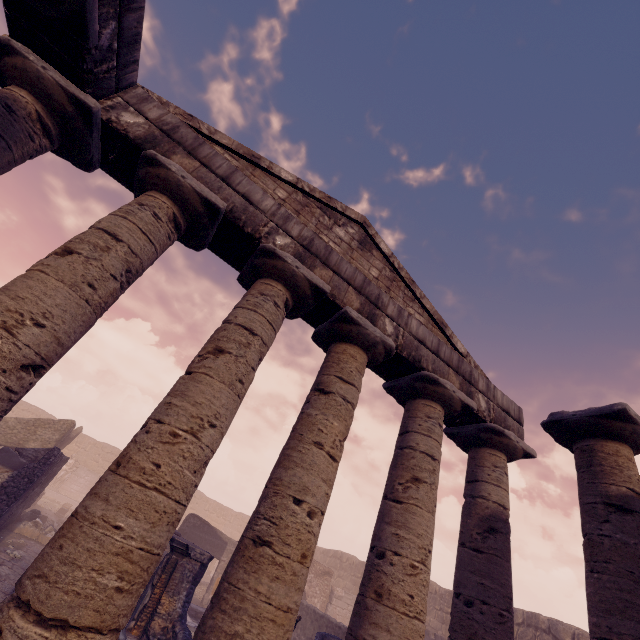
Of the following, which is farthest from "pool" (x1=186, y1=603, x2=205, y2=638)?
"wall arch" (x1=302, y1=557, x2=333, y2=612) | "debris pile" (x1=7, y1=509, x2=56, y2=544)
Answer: "debris pile" (x1=7, y1=509, x2=56, y2=544)

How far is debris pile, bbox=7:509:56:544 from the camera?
12.43m

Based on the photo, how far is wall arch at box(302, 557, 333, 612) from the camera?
18.5 meters

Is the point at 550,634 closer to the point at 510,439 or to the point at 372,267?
the point at 510,439

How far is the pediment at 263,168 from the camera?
6.3m

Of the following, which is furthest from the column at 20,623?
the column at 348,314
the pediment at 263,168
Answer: the pediment at 263,168

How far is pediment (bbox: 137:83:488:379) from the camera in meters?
6.3 m

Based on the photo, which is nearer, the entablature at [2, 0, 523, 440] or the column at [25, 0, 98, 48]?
the column at [25, 0, 98, 48]
